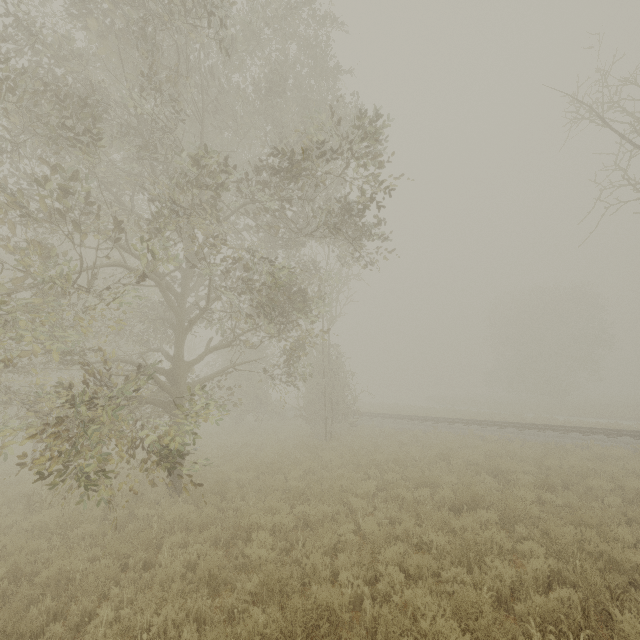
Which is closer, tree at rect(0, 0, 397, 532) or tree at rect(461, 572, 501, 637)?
tree at rect(461, 572, 501, 637)

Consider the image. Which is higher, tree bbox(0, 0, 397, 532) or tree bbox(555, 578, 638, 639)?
tree bbox(0, 0, 397, 532)

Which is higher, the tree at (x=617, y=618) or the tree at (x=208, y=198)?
the tree at (x=208, y=198)

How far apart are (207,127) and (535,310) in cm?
4195
